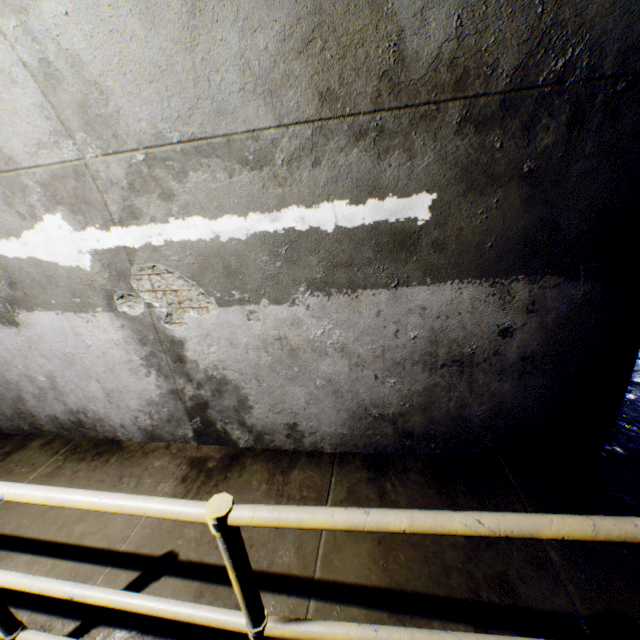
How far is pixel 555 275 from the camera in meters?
1.8

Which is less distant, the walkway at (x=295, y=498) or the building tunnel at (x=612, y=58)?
the walkway at (x=295, y=498)

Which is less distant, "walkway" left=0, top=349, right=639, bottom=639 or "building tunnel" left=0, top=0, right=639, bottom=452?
"walkway" left=0, top=349, right=639, bottom=639
